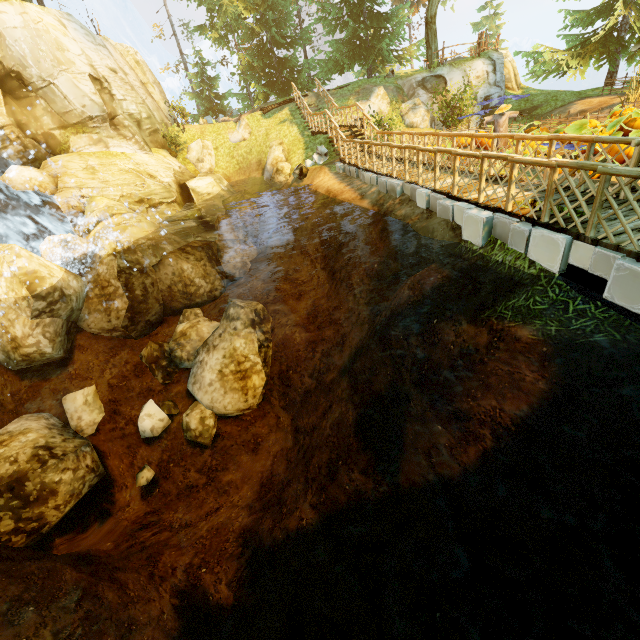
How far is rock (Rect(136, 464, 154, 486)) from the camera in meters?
10.1

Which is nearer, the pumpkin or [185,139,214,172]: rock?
the pumpkin

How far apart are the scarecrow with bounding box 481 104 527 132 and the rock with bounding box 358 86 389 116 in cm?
800

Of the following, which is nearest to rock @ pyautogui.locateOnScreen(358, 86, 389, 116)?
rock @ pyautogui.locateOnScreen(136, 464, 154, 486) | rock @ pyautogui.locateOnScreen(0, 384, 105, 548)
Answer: rock @ pyautogui.locateOnScreen(0, 384, 105, 548)

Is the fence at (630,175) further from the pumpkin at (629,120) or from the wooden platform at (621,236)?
the pumpkin at (629,120)

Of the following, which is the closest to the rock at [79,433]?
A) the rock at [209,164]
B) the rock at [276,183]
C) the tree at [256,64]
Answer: the tree at [256,64]

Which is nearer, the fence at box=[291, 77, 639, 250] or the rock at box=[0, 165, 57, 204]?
the fence at box=[291, 77, 639, 250]

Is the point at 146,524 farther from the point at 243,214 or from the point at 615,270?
the point at 243,214
